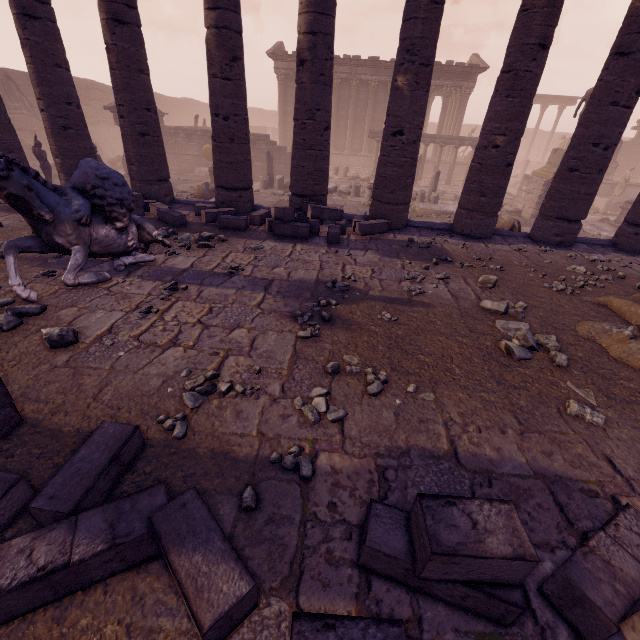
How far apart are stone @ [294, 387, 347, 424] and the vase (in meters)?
12.64

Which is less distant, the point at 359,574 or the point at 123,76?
the point at 359,574

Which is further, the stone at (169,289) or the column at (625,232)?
the column at (625,232)

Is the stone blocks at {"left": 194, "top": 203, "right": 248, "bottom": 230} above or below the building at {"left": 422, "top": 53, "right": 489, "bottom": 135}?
below

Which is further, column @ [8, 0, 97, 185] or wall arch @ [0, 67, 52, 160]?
wall arch @ [0, 67, 52, 160]

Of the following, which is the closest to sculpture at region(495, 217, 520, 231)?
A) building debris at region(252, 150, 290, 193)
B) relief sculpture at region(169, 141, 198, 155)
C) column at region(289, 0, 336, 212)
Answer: building debris at region(252, 150, 290, 193)

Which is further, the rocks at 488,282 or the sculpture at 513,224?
the sculpture at 513,224

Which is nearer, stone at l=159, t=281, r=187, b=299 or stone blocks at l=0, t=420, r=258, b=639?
stone blocks at l=0, t=420, r=258, b=639
